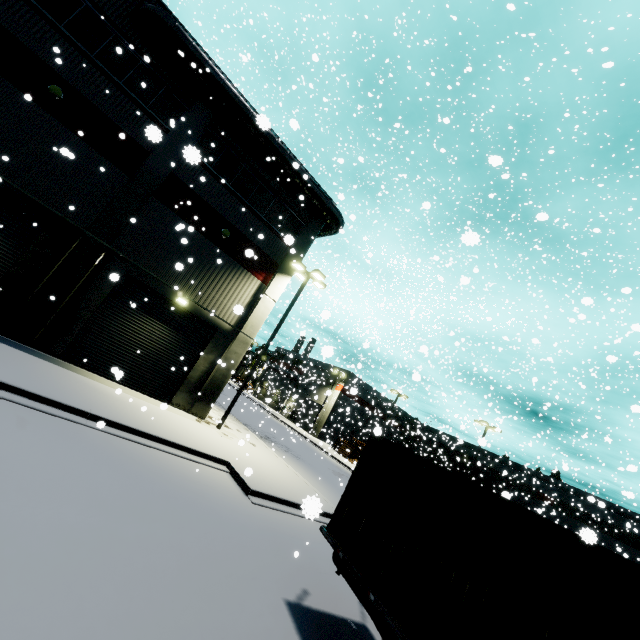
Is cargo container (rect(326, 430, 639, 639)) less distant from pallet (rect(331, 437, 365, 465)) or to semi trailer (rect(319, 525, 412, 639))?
semi trailer (rect(319, 525, 412, 639))

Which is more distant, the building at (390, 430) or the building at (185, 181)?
the building at (390, 430)

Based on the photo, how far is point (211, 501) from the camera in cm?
869

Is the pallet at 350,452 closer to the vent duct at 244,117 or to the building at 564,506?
the building at 564,506

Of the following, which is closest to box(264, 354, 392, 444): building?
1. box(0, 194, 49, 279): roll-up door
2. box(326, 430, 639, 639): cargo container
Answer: box(0, 194, 49, 279): roll-up door

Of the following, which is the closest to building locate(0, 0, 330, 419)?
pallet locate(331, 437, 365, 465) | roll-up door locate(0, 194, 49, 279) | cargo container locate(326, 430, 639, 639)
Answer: roll-up door locate(0, 194, 49, 279)

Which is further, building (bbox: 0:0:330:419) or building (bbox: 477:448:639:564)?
building (bbox: 477:448:639:564)

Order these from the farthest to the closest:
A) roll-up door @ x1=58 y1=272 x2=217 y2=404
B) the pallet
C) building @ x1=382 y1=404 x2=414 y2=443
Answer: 1. building @ x1=382 y1=404 x2=414 y2=443
2. the pallet
3. roll-up door @ x1=58 y1=272 x2=217 y2=404
